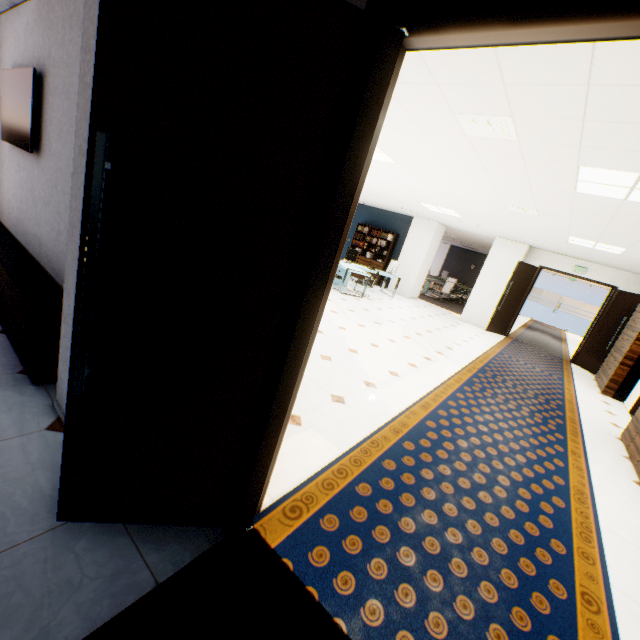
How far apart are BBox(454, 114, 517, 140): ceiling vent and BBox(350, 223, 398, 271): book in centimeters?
972cm

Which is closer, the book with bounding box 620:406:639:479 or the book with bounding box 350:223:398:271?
the book with bounding box 620:406:639:479

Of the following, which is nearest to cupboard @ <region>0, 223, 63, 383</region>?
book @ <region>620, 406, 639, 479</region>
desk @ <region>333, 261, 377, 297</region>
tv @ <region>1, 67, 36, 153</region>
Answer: tv @ <region>1, 67, 36, 153</region>

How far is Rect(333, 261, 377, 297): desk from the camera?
9.4m

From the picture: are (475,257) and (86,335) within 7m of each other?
no

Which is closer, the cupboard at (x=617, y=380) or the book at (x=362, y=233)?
the cupboard at (x=617, y=380)

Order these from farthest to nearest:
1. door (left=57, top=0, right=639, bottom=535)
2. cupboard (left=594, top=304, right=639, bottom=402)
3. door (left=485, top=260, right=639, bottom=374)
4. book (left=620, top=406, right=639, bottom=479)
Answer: door (left=485, top=260, right=639, bottom=374) < cupboard (left=594, top=304, right=639, bottom=402) < book (left=620, top=406, right=639, bottom=479) < door (left=57, top=0, right=639, bottom=535)

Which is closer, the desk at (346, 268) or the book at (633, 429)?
the book at (633, 429)
